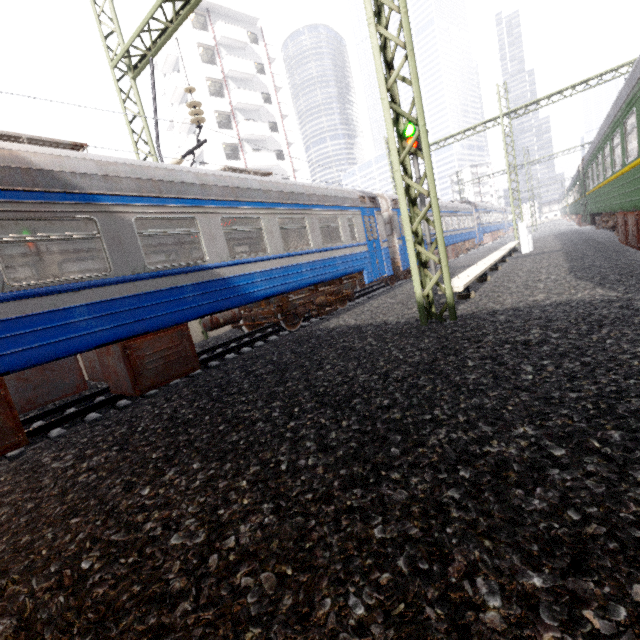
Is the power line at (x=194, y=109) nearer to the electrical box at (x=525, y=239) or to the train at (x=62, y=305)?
the train at (x=62, y=305)

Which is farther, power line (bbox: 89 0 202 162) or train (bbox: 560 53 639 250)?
power line (bbox: 89 0 202 162)

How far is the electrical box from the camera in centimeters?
1518cm

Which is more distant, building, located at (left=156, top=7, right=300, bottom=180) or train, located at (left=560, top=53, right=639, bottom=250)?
building, located at (left=156, top=7, right=300, bottom=180)

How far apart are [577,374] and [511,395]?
0.7 meters

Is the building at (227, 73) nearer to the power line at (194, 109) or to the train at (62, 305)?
the train at (62, 305)

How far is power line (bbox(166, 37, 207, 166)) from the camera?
8.2 meters

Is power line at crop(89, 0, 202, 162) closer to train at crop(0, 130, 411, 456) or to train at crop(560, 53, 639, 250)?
train at crop(0, 130, 411, 456)
